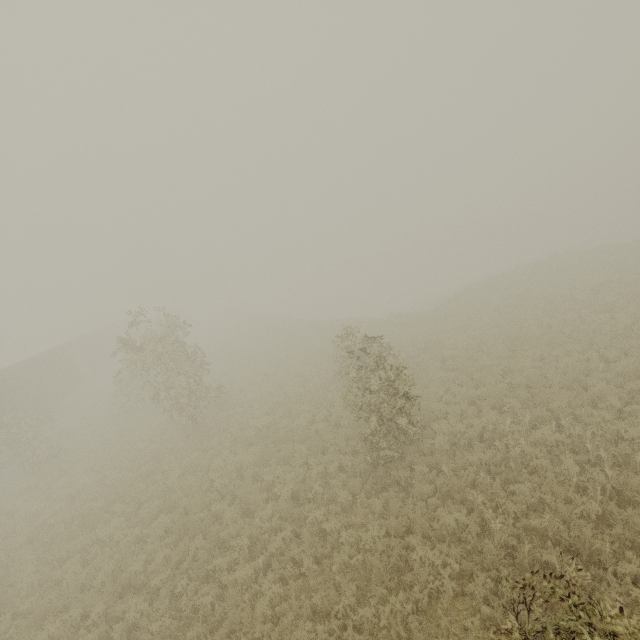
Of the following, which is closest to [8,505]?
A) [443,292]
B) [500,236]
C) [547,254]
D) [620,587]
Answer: [620,587]
